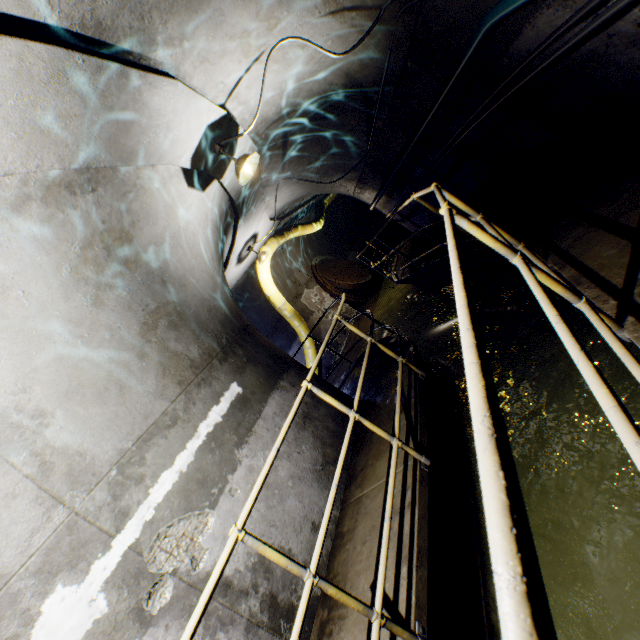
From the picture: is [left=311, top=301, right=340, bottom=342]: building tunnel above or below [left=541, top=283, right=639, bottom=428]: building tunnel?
above

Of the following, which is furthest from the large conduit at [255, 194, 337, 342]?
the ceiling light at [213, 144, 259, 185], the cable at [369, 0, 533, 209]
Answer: the ceiling light at [213, 144, 259, 185]

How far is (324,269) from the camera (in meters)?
14.52

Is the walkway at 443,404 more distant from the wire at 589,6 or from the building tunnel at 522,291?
the wire at 589,6

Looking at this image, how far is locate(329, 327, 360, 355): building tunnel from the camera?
11.6m

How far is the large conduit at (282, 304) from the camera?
9.3 meters

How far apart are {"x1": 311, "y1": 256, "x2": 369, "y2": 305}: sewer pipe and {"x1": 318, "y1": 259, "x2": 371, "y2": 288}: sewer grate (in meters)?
0.00

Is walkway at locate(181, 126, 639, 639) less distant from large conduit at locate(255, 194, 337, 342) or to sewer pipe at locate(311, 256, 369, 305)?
large conduit at locate(255, 194, 337, 342)
